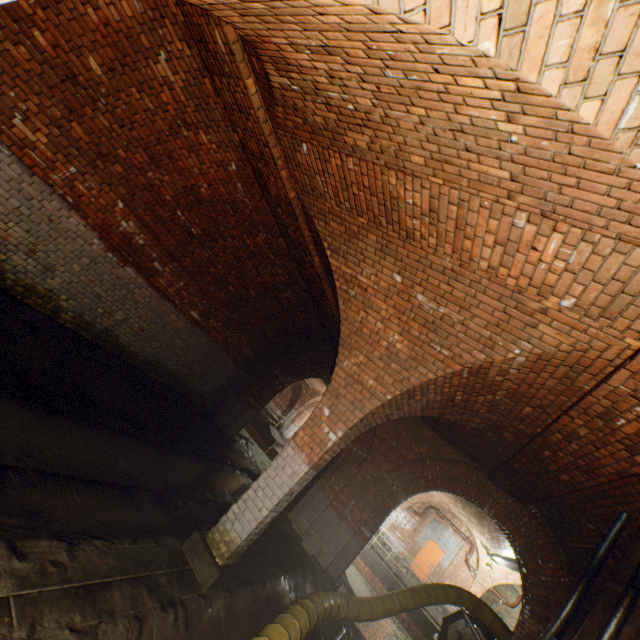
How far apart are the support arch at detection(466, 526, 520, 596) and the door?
1.64m

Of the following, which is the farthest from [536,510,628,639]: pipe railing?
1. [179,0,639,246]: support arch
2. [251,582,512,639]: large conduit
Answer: [179,0,639,246]: support arch

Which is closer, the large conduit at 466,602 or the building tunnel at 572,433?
the building tunnel at 572,433

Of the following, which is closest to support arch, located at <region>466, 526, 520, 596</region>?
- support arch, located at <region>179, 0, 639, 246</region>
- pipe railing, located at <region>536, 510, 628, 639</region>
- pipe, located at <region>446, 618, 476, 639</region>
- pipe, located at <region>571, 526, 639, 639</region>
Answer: pipe railing, located at <region>536, 510, 628, 639</region>

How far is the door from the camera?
18.6m

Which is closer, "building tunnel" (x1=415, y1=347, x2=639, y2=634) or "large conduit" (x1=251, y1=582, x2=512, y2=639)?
"building tunnel" (x1=415, y1=347, x2=639, y2=634)

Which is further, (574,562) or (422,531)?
(422,531)

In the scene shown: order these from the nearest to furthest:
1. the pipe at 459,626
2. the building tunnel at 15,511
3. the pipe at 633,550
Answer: the building tunnel at 15,511
the pipe at 633,550
the pipe at 459,626
